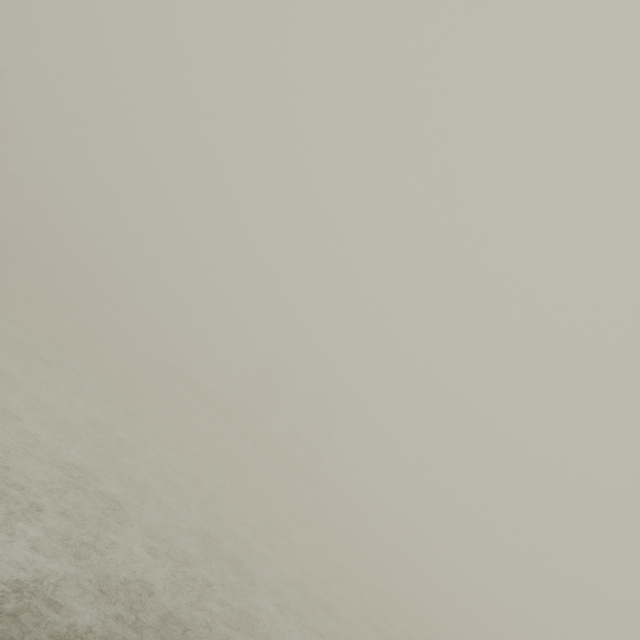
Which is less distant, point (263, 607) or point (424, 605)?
point (263, 607)
